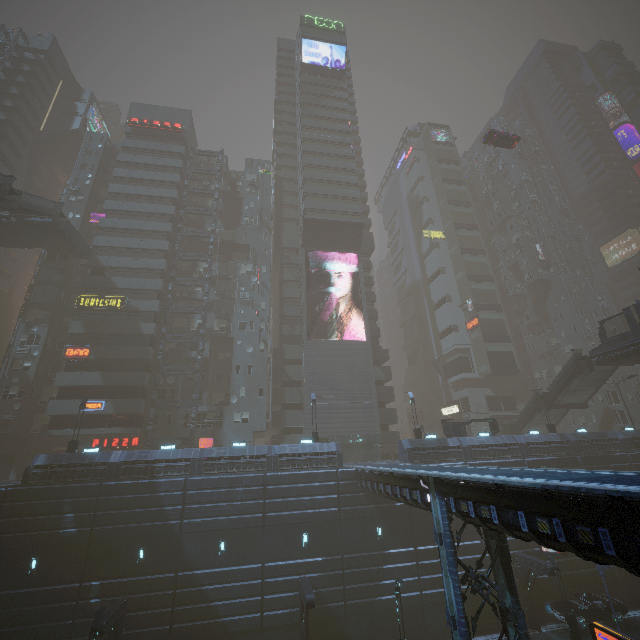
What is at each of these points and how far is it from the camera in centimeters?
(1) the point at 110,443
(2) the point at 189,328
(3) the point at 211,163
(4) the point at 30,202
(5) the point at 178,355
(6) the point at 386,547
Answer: (1) sign, 3528cm
(2) building, 4225cm
(3) building, 5388cm
(4) stairs, 3192cm
(5) building, 4050cm
(6) building, 2544cm

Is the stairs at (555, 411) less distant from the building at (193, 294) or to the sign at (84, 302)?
the building at (193, 294)

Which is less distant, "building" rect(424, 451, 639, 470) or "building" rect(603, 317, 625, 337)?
"building" rect(424, 451, 639, 470)

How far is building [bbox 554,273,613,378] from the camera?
55.5m

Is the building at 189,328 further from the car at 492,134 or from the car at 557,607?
the car at 492,134

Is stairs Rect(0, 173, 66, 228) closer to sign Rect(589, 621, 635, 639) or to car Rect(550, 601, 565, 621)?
sign Rect(589, 621, 635, 639)

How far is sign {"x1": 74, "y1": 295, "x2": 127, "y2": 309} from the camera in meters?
37.7 m

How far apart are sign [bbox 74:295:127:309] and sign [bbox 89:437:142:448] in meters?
14.3
